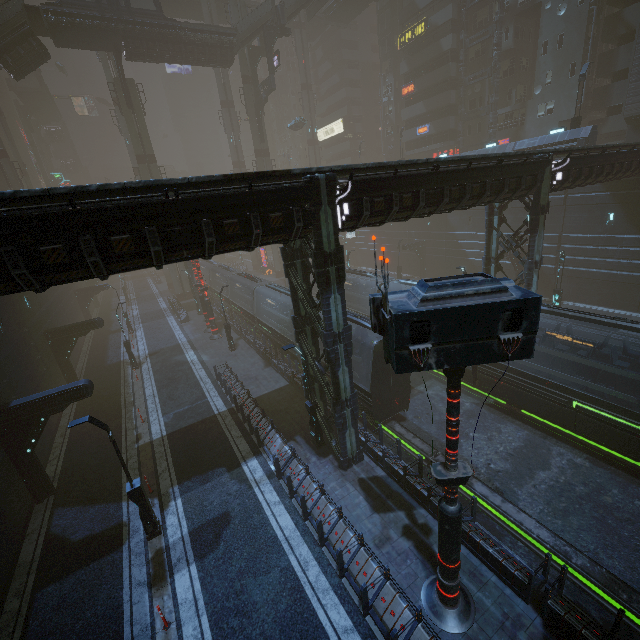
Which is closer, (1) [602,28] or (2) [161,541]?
(2) [161,541]

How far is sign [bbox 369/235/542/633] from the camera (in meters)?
5.65

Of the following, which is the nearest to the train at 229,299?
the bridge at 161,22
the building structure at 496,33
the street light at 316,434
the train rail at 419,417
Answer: the train rail at 419,417

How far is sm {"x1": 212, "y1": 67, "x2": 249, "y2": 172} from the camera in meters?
51.4 m

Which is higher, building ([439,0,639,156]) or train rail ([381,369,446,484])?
building ([439,0,639,156])

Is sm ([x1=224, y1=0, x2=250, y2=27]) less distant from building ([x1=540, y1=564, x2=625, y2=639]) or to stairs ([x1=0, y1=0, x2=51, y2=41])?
building ([x1=540, y1=564, x2=625, y2=639])

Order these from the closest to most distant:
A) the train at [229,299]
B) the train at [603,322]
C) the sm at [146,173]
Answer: the train at [603,322], the train at [229,299], the sm at [146,173]
